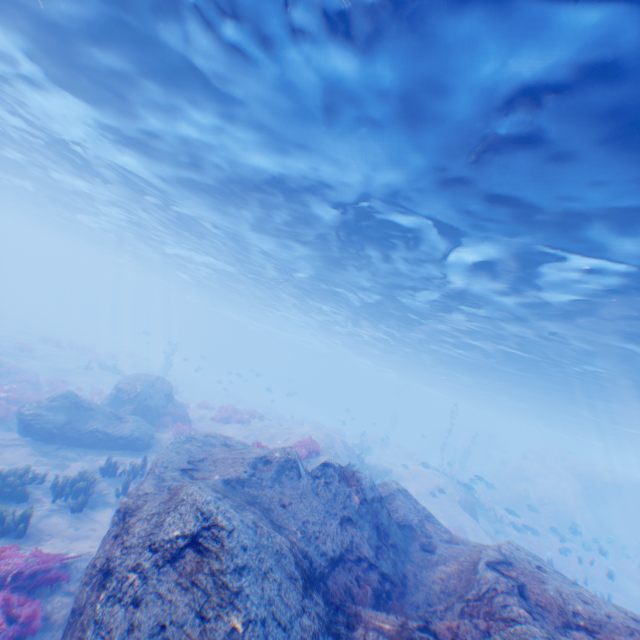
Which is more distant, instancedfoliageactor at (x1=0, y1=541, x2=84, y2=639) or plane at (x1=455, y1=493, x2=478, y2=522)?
plane at (x1=455, y1=493, x2=478, y2=522)

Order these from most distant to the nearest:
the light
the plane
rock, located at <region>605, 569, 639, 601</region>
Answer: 1. rock, located at <region>605, 569, 639, 601</region>
2. the plane
3. the light

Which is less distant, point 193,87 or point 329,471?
point 329,471

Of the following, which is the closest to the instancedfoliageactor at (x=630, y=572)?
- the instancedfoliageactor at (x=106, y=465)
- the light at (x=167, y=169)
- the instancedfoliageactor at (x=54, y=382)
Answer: the light at (x=167, y=169)

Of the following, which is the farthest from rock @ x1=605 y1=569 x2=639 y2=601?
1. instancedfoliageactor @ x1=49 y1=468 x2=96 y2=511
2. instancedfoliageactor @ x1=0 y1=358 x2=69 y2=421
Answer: instancedfoliageactor @ x1=0 y1=358 x2=69 y2=421

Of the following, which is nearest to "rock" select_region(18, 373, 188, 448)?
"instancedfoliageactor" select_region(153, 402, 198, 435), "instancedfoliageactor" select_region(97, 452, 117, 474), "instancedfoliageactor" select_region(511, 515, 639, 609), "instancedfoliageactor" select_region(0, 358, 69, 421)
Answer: "instancedfoliageactor" select_region(153, 402, 198, 435)

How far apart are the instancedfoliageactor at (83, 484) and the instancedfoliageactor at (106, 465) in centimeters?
142cm

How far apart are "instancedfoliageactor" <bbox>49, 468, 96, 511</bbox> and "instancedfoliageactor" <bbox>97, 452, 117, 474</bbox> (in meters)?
1.42
